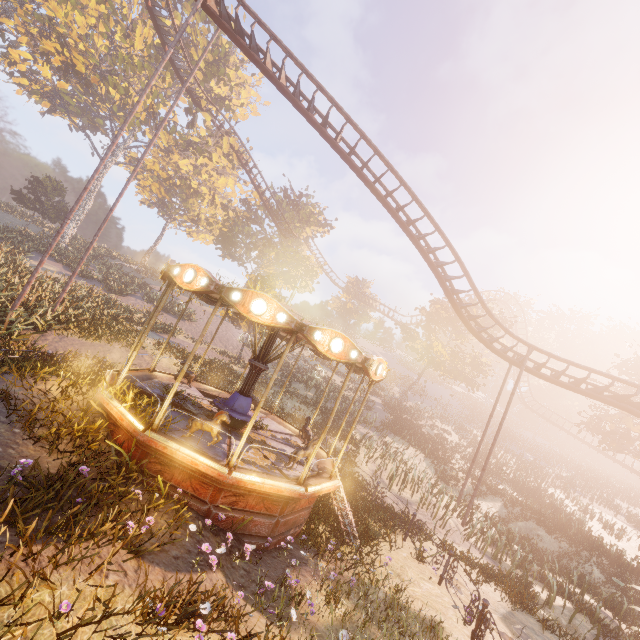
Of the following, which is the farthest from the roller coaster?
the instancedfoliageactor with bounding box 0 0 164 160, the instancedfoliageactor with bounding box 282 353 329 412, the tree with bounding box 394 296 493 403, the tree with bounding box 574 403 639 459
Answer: the instancedfoliageactor with bounding box 282 353 329 412

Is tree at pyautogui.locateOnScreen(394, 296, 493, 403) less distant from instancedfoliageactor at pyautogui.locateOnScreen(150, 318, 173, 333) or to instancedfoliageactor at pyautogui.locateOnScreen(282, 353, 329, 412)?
instancedfoliageactor at pyautogui.locateOnScreen(282, 353, 329, 412)

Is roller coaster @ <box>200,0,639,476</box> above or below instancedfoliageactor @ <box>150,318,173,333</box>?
above

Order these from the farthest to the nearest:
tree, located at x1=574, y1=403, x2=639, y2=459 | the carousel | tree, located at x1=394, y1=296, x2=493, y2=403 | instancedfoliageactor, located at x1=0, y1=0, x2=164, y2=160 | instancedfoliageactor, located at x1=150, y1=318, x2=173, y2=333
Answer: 1. tree, located at x1=394, y1=296, x2=493, y2=403
2. instancedfoliageactor, located at x1=0, y1=0, x2=164, y2=160
3. tree, located at x1=574, y1=403, x2=639, y2=459
4. instancedfoliageactor, located at x1=150, y1=318, x2=173, y2=333
5. the carousel

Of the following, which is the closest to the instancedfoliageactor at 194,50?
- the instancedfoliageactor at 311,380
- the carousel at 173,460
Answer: the instancedfoliageactor at 311,380

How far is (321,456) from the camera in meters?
11.5

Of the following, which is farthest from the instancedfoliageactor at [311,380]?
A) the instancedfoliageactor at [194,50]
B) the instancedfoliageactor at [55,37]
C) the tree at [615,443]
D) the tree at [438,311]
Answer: the tree at [615,443]

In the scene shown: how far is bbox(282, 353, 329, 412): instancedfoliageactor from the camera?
23.1m
